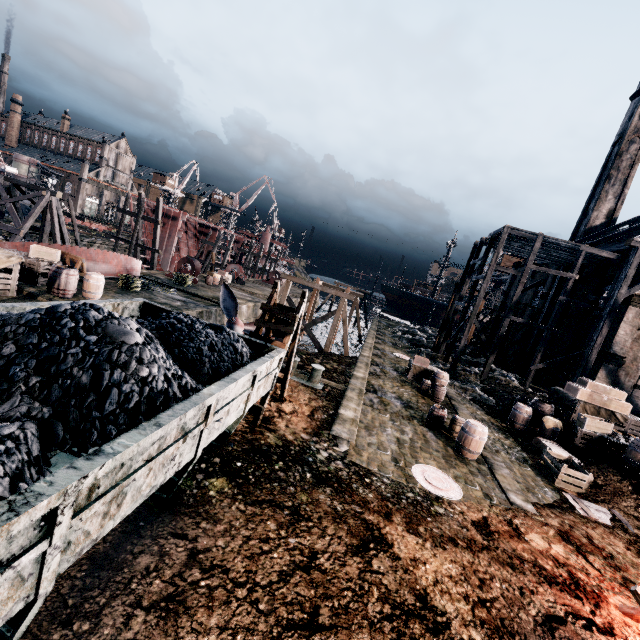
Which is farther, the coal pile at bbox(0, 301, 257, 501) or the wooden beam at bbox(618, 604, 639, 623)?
the wooden beam at bbox(618, 604, 639, 623)

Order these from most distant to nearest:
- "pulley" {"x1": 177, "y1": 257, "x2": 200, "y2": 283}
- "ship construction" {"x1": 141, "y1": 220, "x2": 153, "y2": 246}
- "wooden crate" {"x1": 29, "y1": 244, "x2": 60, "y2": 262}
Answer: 1. "ship construction" {"x1": 141, "y1": 220, "x2": 153, "y2": 246}
2. "pulley" {"x1": 177, "y1": 257, "x2": 200, "y2": 283}
3. "wooden crate" {"x1": 29, "y1": 244, "x2": 60, "y2": 262}

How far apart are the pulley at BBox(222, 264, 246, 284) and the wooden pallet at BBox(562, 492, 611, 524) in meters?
38.8 m

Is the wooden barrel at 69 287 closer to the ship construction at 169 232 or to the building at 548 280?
the building at 548 280

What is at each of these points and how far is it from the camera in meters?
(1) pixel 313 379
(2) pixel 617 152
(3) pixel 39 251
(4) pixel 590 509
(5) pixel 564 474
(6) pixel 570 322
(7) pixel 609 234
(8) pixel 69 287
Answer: (1) bollard, 15.3
(2) chimney, 38.5
(3) wooden crate, 17.0
(4) wooden pallet, 11.0
(5) wooden crate, 13.5
(6) building, 30.2
(7) wood roof frame, 35.6
(8) wooden barrel, 15.9

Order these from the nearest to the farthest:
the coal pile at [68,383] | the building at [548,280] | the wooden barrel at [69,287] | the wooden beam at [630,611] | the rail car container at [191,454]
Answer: the rail car container at [191,454] → the coal pile at [68,383] → the wooden beam at [630,611] → the wooden barrel at [69,287] → the building at [548,280]

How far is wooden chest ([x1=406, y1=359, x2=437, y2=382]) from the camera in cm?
2144

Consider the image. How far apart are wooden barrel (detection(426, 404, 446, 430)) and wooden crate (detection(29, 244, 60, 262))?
20.8m
